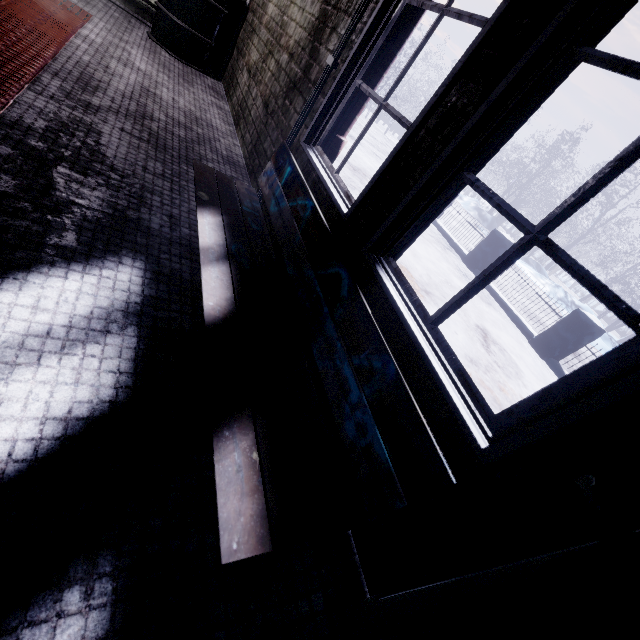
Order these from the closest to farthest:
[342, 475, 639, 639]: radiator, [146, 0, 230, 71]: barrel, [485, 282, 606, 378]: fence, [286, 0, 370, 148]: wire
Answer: [342, 475, 639, 639]: radiator < [286, 0, 370, 148]: wire < [146, 0, 230, 71]: barrel < [485, 282, 606, 378]: fence

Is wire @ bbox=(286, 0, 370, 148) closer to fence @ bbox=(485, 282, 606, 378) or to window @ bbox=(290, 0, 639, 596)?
window @ bbox=(290, 0, 639, 596)

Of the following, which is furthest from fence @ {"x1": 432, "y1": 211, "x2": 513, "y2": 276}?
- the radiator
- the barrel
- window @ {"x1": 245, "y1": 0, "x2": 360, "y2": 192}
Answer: the barrel

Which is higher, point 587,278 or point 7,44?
point 587,278

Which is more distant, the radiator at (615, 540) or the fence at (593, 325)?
the fence at (593, 325)

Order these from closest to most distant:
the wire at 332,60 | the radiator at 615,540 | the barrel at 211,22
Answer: the radiator at 615,540
the wire at 332,60
the barrel at 211,22

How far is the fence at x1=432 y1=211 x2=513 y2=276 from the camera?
6.62m
